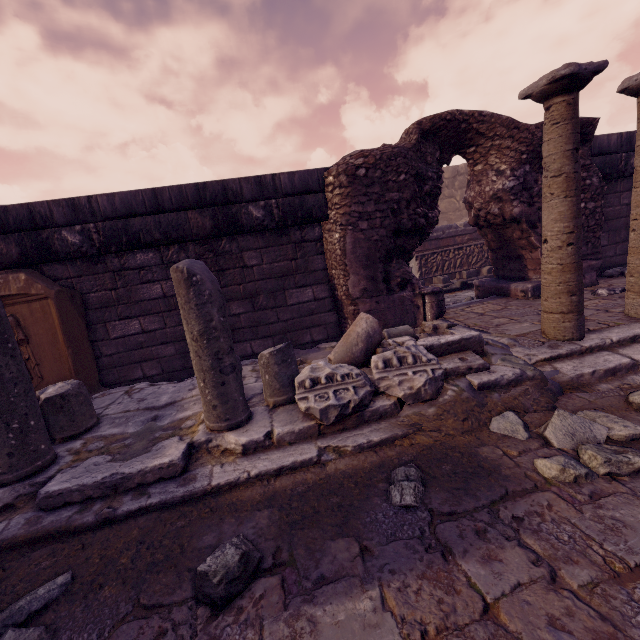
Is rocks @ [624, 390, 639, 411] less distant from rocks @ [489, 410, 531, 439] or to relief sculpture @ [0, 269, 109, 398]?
rocks @ [489, 410, 531, 439]

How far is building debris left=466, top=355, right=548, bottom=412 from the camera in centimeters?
264cm

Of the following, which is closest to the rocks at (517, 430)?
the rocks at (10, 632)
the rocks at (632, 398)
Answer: the rocks at (632, 398)

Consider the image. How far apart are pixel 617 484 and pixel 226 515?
2.3m

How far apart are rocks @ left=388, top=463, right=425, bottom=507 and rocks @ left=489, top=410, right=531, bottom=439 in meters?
0.7 m

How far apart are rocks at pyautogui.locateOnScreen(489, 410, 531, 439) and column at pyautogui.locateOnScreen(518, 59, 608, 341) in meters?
1.1 m

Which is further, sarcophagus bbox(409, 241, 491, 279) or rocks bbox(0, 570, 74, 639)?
sarcophagus bbox(409, 241, 491, 279)

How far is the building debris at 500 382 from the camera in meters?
2.6 m
